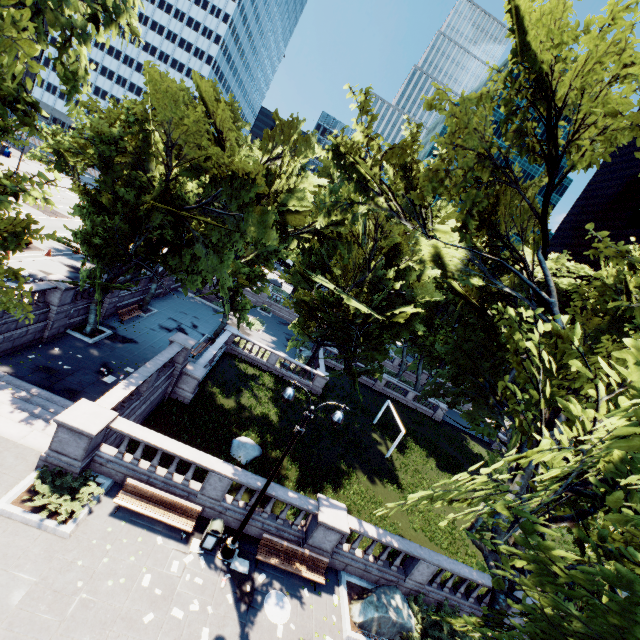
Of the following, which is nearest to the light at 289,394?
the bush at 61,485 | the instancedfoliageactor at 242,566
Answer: the instancedfoliageactor at 242,566

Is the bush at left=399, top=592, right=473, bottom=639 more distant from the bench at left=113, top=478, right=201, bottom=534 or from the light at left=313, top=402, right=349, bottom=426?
the bench at left=113, top=478, right=201, bottom=534

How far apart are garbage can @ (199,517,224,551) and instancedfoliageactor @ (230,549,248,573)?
0.81m

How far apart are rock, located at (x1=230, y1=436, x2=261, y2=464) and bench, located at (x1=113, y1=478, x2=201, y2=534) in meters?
7.3

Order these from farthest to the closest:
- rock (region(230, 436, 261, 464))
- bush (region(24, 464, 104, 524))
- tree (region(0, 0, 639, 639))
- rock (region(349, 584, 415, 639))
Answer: rock (region(230, 436, 261, 464)), rock (region(349, 584, 415, 639)), bush (region(24, 464, 104, 524)), tree (region(0, 0, 639, 639))

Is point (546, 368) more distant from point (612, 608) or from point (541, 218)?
point (612, 608)

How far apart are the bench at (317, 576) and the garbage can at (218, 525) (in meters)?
1.60

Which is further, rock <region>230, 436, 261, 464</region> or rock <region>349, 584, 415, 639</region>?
rock <region>230, 436, 261, 464</region>
